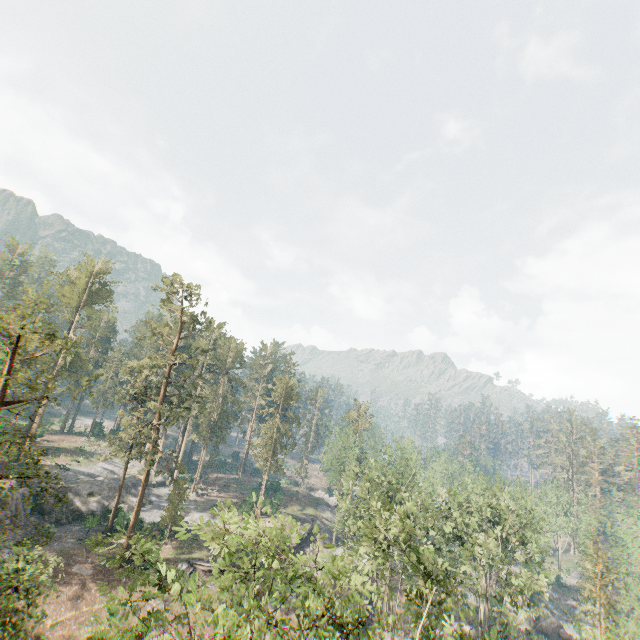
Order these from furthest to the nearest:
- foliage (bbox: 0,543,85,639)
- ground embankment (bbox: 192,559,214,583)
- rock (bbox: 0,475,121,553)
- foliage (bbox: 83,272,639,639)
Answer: ground embankment (bbox: 192,559,214,583) → rock (bbox: 0,475,121,553) → foliage (bbox: 0,543,85,639) → foliage (bbox: 83,272,639,639)

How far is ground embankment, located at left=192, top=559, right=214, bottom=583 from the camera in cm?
3725

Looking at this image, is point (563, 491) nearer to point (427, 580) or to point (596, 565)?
point (596, 565)

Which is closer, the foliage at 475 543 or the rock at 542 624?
the foliage at 475 543

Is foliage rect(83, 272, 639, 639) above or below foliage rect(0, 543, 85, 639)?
above

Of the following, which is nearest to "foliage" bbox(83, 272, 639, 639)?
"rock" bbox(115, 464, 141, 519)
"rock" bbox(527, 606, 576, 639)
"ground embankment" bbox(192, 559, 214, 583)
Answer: "rock" bbox(115, 464, 141, 519)

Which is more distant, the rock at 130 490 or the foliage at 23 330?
the rock at 130 490

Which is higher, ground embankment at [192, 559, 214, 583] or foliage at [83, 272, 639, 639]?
foliage at [83, 272, 639, 639]
